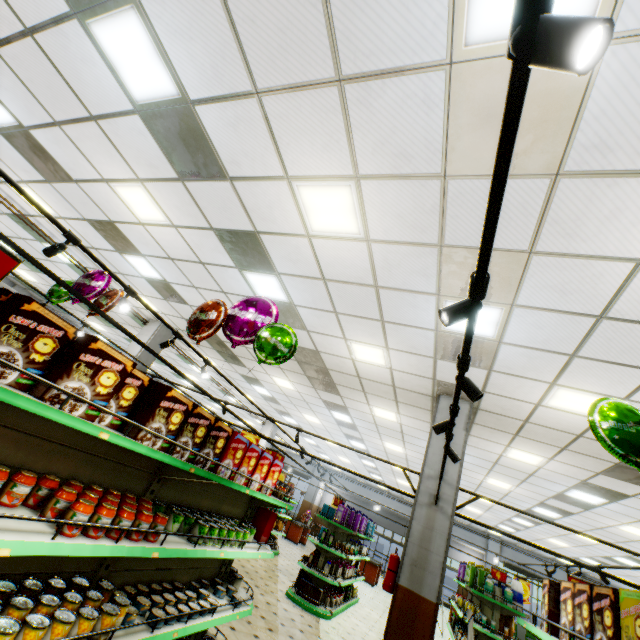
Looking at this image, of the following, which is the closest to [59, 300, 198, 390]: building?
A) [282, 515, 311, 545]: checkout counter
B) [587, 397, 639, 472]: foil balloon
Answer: [282, 515, 311, 545]: checkout counter

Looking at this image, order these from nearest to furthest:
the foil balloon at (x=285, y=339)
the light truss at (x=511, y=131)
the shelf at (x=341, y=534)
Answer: the light truss at (x=511, y=131) → the foil balloon at (x=285, y=339) → the shelf at (x=341, y=534)

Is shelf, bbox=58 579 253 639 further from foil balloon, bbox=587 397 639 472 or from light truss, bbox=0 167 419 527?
foil balloon, bbox=587 397 639 472

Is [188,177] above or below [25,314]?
above

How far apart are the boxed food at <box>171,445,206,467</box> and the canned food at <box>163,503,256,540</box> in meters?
0.4 m

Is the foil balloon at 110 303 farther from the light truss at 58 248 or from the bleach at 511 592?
the bleach at 511 592

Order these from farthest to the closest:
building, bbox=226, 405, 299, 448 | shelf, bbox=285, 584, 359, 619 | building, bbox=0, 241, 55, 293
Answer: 1. building, bbox=226, 405, 299, 448
2. building, bbox=0, 241, 55, 293
3. shelf, bbox=285, 584, 359, 619

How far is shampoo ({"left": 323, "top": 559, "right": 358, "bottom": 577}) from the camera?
8.2 meters
